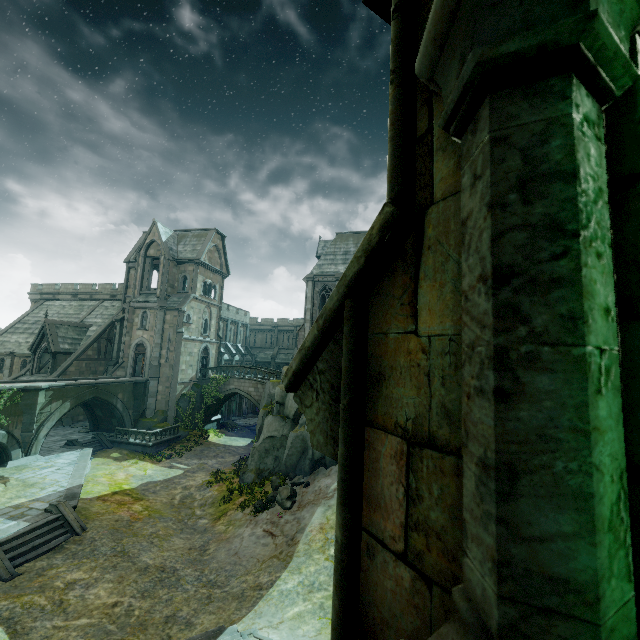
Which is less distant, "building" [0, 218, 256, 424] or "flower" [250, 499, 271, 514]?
"flower" [250, 499, 271, 514]

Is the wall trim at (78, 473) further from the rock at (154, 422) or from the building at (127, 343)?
the building at (127, 343)

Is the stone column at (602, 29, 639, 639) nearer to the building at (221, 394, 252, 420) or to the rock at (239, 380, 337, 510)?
the building at (221, 394, 252, 420)

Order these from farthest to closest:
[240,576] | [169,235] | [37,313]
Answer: [37,313] < [169,235] < [240,576]

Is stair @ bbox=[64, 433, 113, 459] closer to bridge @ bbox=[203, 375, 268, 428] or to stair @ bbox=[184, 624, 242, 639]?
bridge @ bbox=[203, 375, 268, 428]

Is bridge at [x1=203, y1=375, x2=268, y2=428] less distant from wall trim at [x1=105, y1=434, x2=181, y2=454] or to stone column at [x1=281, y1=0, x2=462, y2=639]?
wall trim at [x1=105, y1=434, x2=181, y2=454]

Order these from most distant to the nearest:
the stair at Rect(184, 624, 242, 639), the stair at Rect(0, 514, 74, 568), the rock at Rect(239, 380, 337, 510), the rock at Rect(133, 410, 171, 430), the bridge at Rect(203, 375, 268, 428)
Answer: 1. the bridge at Rect(203, 375, 268, 428)
2. the rock at Rect(133, 410, 171, 430)
3. the rock at Rect(239, 380, 337, 510)
4. the stair at Rect(0, 514, 74, 568)
5. the stair at Rect(184, 624, 242, 639)

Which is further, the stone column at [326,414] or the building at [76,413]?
the building at [76,413]
